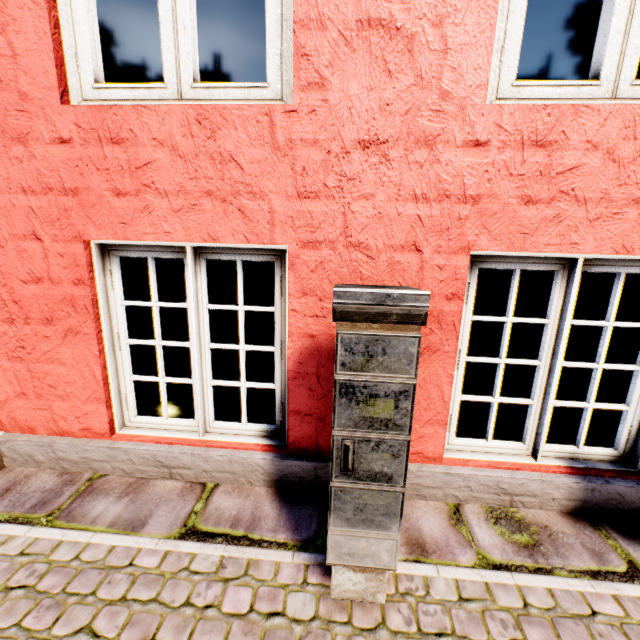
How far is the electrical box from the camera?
1.0 meters

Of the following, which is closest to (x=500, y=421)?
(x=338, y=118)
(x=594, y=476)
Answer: (x=594, y=476)

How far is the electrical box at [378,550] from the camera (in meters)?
1.01
